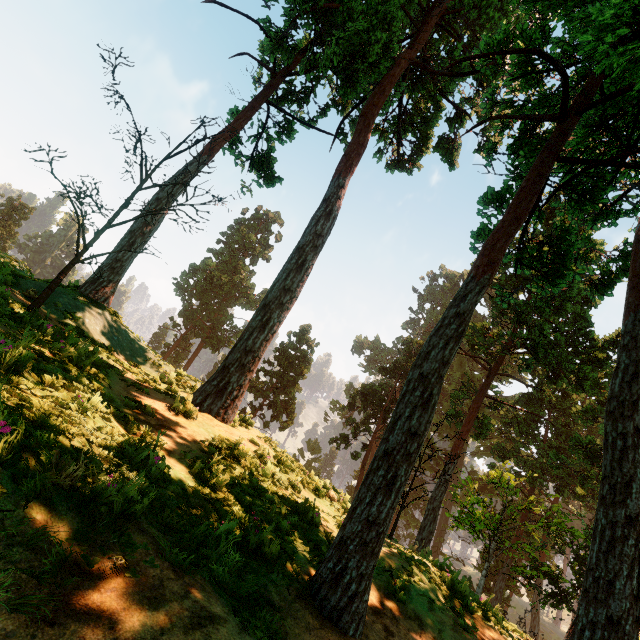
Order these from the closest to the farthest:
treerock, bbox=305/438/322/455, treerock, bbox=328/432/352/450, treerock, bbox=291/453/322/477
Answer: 1. treerock, bbox=291/453/322/477
2. treerock, bbox=328/432/352/450
3. treerock, bbox=305/438/322/455

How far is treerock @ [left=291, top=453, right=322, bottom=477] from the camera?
13.26m

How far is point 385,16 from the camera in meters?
15.7 m

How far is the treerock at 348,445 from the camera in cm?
3206

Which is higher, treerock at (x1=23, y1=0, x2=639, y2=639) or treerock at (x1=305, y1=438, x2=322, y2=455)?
treerock at (x1=23, y1=0, x2=639, y2=639)
